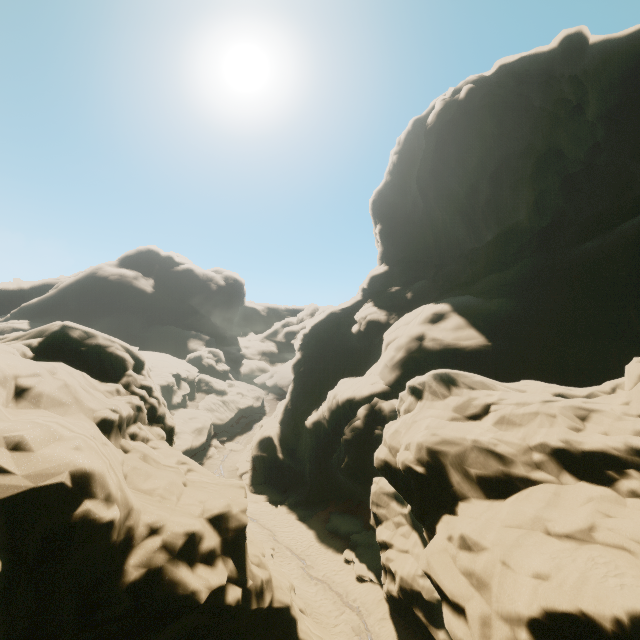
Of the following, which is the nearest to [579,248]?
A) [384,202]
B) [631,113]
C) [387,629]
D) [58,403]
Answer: [631,113]
